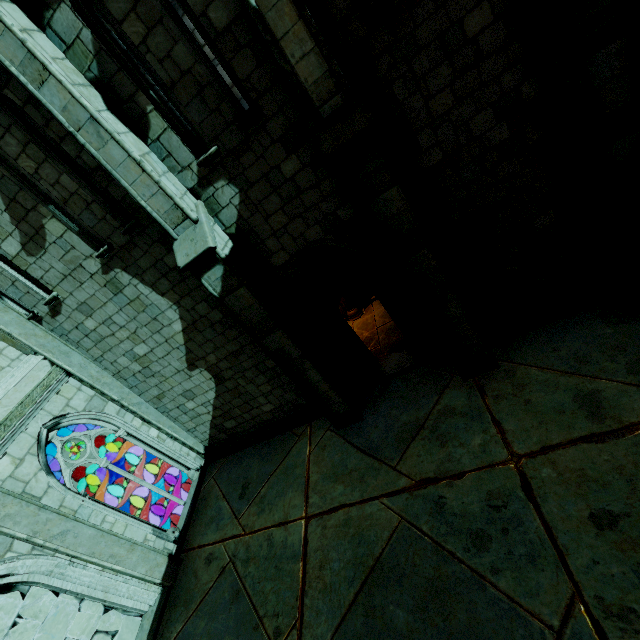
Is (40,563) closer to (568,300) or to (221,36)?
(221,36)

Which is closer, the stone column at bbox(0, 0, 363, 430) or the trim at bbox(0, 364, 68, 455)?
the stone column at bbox(0, 0, 363, 430)

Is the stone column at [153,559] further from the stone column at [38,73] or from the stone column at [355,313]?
the stone column at [355,313]

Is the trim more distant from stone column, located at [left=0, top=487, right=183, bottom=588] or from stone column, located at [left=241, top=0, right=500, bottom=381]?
stone column, located at [left=241, top=0, right=500, bottom=381]

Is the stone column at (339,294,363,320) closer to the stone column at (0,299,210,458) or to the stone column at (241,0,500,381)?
the stone column at (241,0,500,381)

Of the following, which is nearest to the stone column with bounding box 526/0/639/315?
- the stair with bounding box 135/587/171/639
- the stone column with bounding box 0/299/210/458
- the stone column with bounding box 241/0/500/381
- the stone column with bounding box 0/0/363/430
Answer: the stone column with bounding box 241/0/500/381

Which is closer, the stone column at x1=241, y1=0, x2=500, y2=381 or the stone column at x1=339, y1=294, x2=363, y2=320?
the stone column at x1=241, y1=0, x2=500, y2=381

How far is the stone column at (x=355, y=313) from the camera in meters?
10.5
